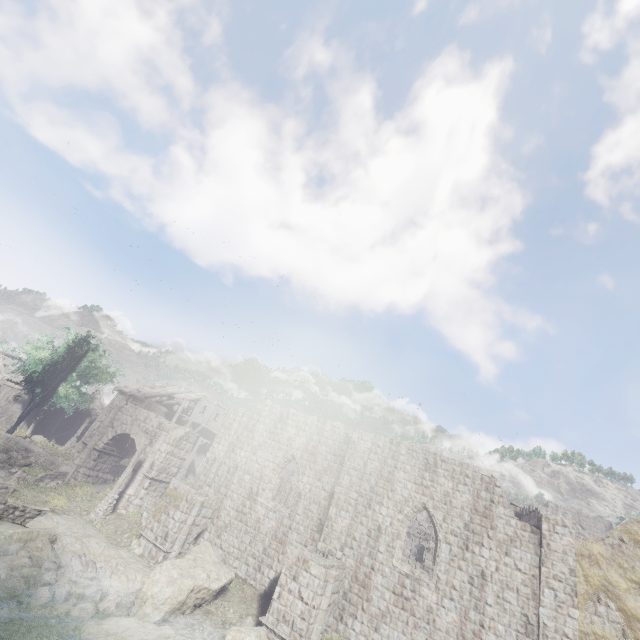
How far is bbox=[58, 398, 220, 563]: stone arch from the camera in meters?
18.2 m

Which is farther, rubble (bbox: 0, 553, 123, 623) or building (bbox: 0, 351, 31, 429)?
building (bbox: 0, 351, 31, 429)

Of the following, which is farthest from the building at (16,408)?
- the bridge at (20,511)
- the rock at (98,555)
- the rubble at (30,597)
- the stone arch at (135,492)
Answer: the bridge at (20,511)

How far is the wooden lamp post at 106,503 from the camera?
19.61m

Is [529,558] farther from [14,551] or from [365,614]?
[14,551]

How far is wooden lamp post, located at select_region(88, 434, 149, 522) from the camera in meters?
19.6 m

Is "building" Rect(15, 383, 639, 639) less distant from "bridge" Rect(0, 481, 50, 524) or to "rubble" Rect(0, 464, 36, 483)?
"bridge" Rect(0, 481, 50, 524)
